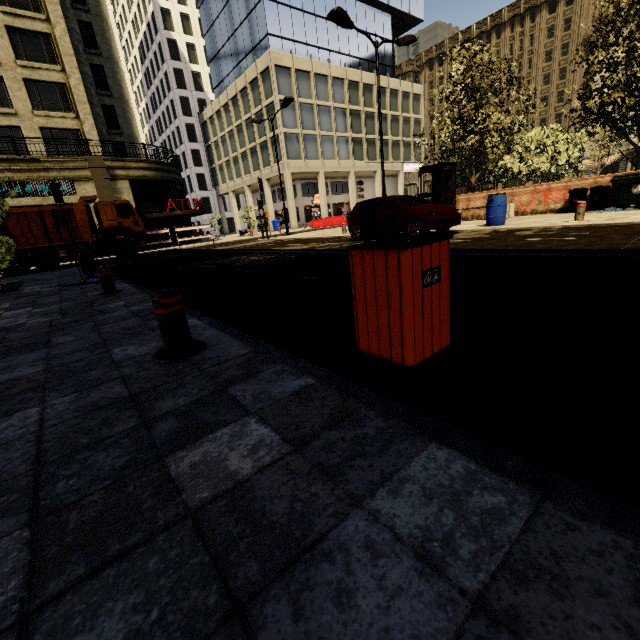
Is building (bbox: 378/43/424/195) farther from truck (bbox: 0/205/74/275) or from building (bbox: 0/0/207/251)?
truck (bbox: 0/205/74/275)

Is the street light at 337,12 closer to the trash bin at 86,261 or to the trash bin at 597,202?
the trash bin at 597,202

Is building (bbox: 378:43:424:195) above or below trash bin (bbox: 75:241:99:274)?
above

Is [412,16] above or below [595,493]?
above

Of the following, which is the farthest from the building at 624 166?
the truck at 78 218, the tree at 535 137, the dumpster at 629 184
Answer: the dumpster at 629 184

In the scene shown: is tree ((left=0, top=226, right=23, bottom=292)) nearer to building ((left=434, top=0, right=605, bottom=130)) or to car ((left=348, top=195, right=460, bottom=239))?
car ((left=348, top=195, right=460, bottom=239))

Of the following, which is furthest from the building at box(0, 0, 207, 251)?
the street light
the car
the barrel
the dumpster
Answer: the dumpster

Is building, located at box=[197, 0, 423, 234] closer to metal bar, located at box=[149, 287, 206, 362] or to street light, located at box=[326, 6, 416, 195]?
street light, located at box=[326, 6, 416, 195]
